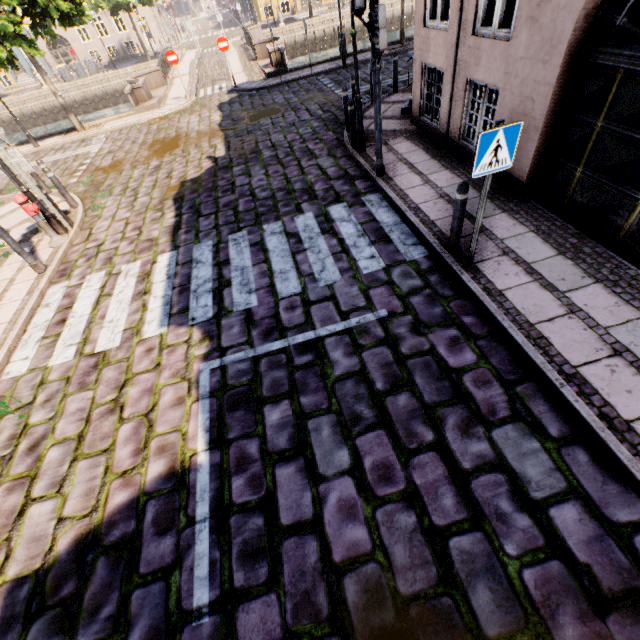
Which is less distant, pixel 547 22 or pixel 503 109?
pixel 547 22

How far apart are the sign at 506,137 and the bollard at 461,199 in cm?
53

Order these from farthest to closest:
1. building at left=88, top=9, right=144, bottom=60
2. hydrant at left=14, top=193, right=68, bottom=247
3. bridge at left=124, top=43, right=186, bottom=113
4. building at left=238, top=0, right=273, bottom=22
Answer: building at left=238, top=0, right=273, bottom=22
building at left=88, top=9, right=144, bottom=60
bridge at left=124, top=43, right=186, bottom=113
hydrant at left=14, top=193, right=68, bottom=247

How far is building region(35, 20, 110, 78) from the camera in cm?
3406

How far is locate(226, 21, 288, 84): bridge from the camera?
16.5m

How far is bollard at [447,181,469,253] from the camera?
4.4 meters

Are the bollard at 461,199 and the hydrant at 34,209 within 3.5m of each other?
no

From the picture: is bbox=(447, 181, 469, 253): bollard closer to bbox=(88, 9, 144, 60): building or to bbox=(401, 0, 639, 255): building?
bbox=(401, 0, 639, 255): building
